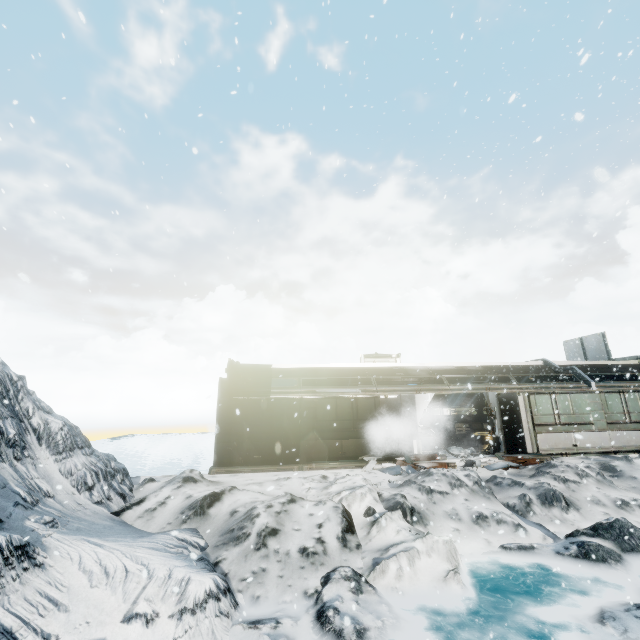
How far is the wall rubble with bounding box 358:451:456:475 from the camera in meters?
12.3

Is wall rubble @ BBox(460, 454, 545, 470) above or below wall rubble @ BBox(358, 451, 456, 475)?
above

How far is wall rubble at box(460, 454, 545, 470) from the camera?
12.38m

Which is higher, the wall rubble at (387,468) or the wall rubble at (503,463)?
the wall rubble at (503,463)

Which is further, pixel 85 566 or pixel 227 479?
pixel 227 479

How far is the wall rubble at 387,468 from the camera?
12.30m
